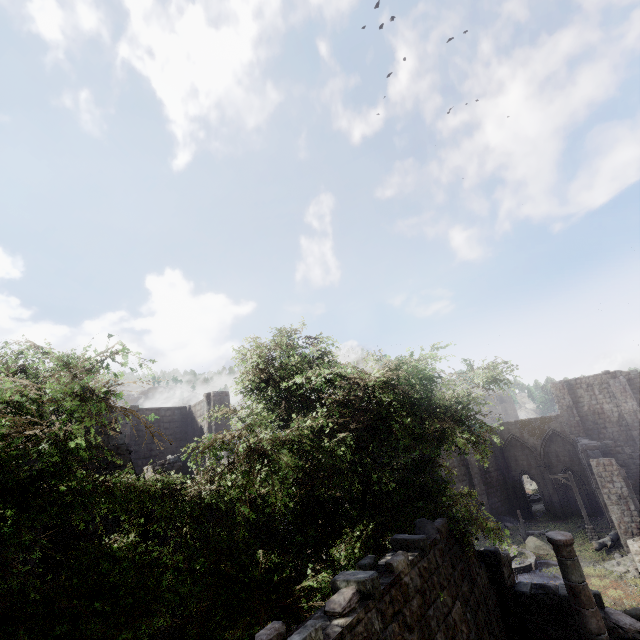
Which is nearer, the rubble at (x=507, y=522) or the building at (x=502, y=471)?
the rubble at (x=507, y=522)

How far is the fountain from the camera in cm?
1998

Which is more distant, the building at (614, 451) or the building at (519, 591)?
the building at (614, 451)

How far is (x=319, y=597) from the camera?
6.6m

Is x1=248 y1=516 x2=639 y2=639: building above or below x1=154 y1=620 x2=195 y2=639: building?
above

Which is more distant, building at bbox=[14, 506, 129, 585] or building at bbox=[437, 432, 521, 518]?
building at bbox=[437, 432, 521, 518]

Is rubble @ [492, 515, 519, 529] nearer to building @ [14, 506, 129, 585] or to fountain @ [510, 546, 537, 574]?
building @ [14, 506, 129, 585]
